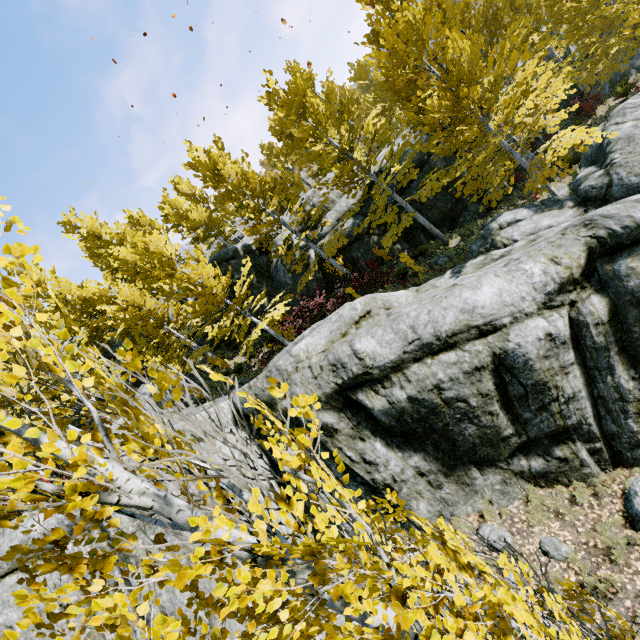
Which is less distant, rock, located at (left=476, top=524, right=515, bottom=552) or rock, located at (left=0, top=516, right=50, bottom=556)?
rock, located at (left=476, top=524, right=515, bottom=552)

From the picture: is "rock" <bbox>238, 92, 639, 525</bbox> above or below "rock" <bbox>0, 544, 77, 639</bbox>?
below

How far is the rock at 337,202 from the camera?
18.89m

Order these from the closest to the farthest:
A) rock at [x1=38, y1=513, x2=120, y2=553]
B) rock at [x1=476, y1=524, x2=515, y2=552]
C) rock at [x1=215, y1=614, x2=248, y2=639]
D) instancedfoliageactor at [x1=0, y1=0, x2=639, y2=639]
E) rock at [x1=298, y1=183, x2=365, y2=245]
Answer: instancedfoliageactor at [x1=0, y1=0, x2=639, y2=639] → rock at [x1=476, y1=524, x2=515, y2=552] → rock at [x1=215, y1=614, x2=248, y2=639] → rock at [x1=38, y1=513, x2=120, y2=553] → rock at [x1=298, y1=183, x2=365, y2=245]

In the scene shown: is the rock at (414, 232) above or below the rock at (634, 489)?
above

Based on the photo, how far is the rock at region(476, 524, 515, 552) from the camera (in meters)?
7.11

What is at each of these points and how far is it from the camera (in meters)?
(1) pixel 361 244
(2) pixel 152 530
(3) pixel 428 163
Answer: (1) rock, 18.59
(2) rock, 9.15
(3) rock, 17.69
